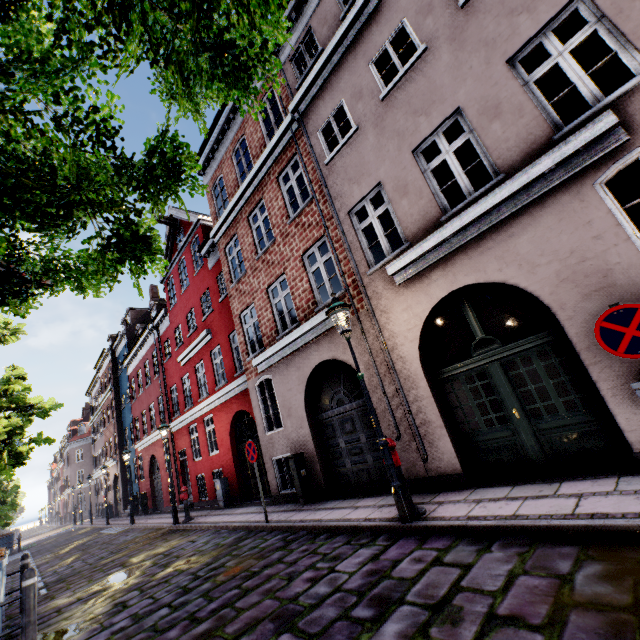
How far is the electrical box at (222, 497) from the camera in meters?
12.8

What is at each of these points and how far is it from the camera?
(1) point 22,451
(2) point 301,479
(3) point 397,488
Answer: (1) tree, 12.27m
(2) electrical box, 8.74m
(3) street light, 5.01m

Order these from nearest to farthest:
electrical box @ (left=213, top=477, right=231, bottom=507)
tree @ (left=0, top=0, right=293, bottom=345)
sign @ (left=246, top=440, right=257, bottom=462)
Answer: tree @ (left=0, top=0, right=293, bottom=345) < sign @ (left=246, top=440, right=257, bottom=462) < electrical box @ (left=213, top=477, right=231, bottom=507)

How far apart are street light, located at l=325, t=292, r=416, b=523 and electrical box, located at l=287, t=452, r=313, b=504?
4.3m

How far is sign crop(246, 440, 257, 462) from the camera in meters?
8.2 m

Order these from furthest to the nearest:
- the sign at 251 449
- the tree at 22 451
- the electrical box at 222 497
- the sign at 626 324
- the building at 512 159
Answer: the electrical box at 222 497
the tree at 22 451
the sign at 251 449
the building at 512 159
the sign at 626 324

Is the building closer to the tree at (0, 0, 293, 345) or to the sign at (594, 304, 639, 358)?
the sign at (594, 304, 639, 358)

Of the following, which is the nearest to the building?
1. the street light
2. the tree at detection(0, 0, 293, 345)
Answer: the street light
